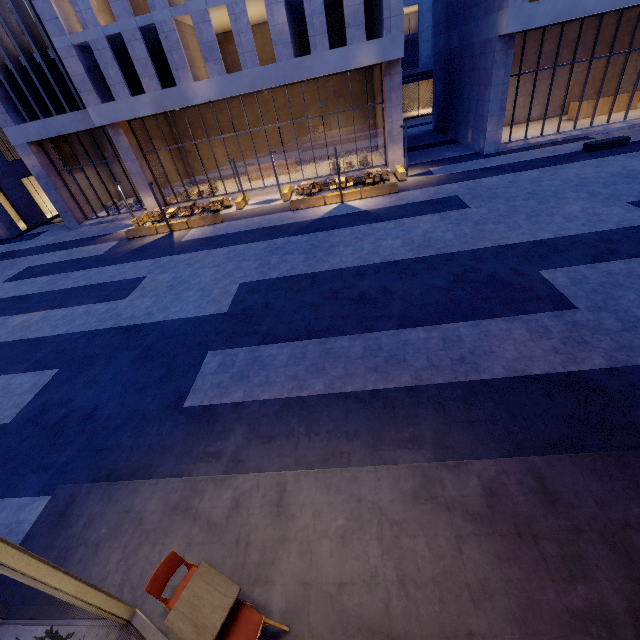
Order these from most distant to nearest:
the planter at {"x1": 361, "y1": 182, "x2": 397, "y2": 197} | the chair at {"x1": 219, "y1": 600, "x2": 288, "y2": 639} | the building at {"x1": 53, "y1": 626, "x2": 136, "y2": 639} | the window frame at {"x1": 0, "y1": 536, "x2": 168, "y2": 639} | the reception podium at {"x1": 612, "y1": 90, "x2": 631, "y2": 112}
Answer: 1. the reception podium at {"x1": 612, "y1": 90, "x2": 631, "y2": 112}
2. the planter at {"x1": 361, "y1": 182, "x2": 397, "y2": 197}
3. the building at {"x1": 53, "y1": 626, "x2": 136, "y2": 639}
4. the chair at {"x1": 219, "y1": 600, "x2": 288, "y2": 639}
5. the window frame at {"x1": 0, "y1": 536, "x2": 168, "y2": 639}

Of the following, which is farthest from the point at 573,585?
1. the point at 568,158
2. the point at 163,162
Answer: the point at 163,162

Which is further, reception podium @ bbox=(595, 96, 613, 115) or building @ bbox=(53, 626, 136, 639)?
reception podium @ bbox=(595, 96, 613, 115)

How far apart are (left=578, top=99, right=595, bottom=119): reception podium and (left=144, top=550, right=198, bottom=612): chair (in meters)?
33.06

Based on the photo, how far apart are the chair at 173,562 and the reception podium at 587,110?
33.1m

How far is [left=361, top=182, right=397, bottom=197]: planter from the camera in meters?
17.9 m

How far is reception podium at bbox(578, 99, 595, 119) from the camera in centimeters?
2272cm
